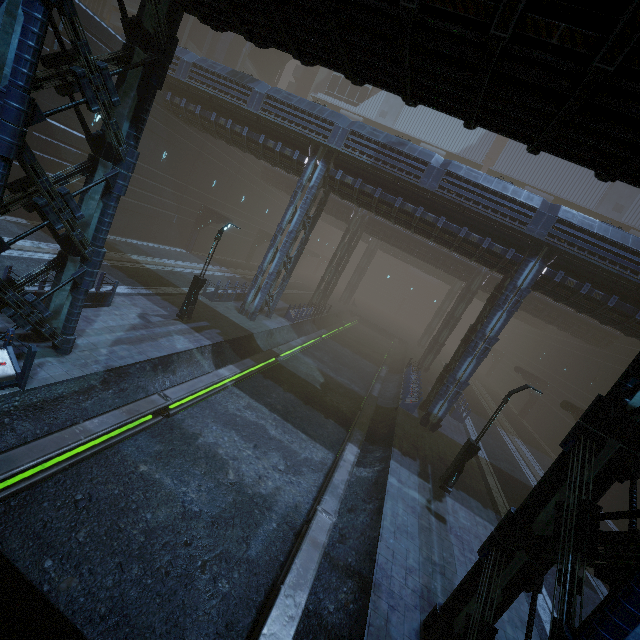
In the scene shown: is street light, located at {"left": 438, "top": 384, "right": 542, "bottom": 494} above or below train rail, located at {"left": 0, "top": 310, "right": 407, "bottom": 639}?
above

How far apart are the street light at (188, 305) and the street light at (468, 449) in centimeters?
1435cm

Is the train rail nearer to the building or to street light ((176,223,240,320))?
the building

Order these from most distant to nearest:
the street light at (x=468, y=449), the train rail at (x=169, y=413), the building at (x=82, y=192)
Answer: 1. the street light at (x=468, y=449)
2. the train rail at (x=169, y=413)
3. the building at (x=82, y=192)

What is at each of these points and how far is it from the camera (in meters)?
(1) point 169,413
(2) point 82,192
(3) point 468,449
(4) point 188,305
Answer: (1) train rail, 11.42
(2) building, 8.27
(3) street light, 13.24
(4) street light, 16.55

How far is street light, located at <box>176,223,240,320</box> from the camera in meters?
15.9 m

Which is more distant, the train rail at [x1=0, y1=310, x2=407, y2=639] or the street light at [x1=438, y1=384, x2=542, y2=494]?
the street light at [x1=438, y1=384, x2=542, y2=494]

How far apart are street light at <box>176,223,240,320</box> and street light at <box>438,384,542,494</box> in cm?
1435
